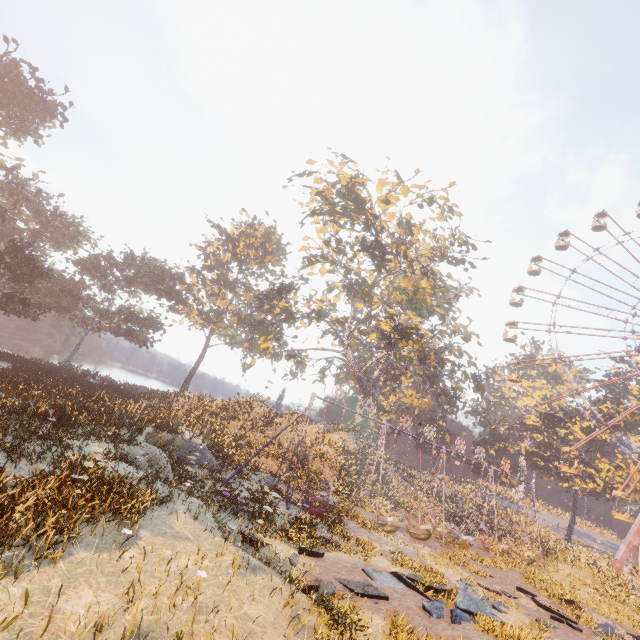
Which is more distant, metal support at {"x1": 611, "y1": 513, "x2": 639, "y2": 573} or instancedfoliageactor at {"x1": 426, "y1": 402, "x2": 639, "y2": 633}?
metal support at {"x1": 611, "y1": 513, "x2": 639, "y2": 573}

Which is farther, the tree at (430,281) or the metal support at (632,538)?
the metal support at (632,538)

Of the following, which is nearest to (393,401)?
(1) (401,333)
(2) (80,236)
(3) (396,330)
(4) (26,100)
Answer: (3) (396,330)

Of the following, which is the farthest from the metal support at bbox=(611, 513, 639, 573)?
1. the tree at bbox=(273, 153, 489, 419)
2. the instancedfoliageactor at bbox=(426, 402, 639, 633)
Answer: the tree at bbox=(273, 153, 489, 419)

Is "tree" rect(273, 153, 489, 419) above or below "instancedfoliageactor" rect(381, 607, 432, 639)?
above

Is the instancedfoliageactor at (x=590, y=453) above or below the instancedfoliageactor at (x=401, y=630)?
above

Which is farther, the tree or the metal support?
the metal support

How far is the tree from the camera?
25.6m
